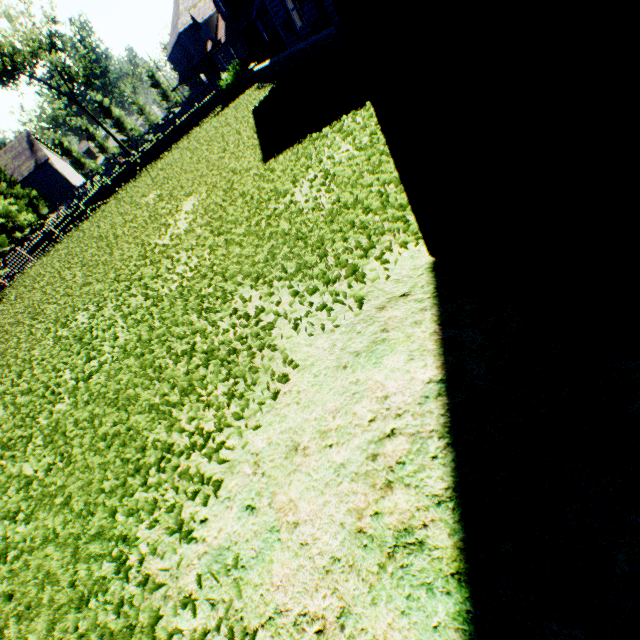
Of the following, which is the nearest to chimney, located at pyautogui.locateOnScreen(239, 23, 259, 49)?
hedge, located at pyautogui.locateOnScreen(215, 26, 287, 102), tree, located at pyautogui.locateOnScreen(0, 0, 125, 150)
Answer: hedge, located at pyautogui.locateOnScreen(215, 26, 287, 102)

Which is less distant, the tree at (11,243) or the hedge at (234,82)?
the hedge at (234,82)

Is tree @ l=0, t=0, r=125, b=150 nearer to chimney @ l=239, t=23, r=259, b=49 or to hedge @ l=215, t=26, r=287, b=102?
hedge @ l=215, t=26, r=287, b=102

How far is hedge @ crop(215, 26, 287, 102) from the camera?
21.34m

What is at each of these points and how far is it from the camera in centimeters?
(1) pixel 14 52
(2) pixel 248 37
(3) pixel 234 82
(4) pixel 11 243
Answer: (1) tree, 3919cm
(2) chimney, 2761cm
(3) hedge, 2167cm
(4) tree, 2597cm

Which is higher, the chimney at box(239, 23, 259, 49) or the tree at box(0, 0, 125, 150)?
the tree at box(0, 0, 125, 150)

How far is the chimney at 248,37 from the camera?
27.0 meters
